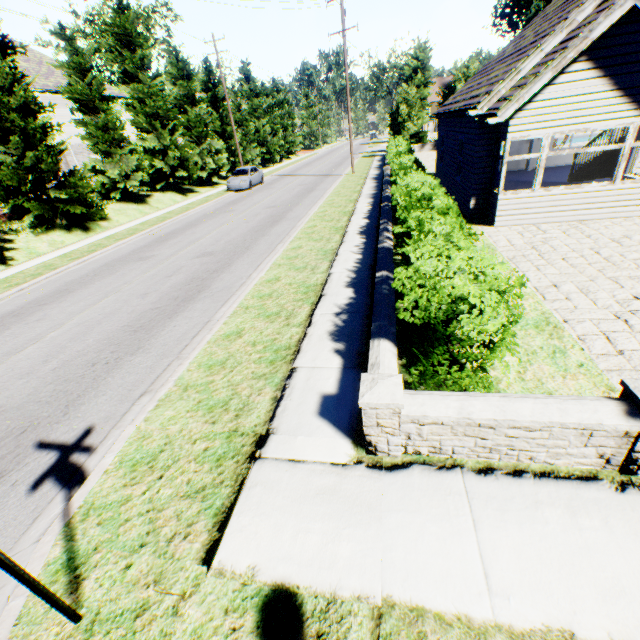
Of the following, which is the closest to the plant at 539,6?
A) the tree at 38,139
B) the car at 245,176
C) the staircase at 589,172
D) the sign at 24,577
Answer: the tree at 38,139

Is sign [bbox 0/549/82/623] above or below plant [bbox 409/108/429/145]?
below

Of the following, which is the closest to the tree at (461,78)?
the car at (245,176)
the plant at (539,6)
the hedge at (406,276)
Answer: the car at (245,176)

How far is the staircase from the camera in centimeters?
1210cm

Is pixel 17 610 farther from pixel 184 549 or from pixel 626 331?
pixel 626 331

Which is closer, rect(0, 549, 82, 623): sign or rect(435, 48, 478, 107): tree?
rect(0, 549, 82, 623): sign

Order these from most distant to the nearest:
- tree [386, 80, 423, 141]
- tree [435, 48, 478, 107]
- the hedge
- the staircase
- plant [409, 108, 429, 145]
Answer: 1. plant [409, 108, 429, 145]
2. tree [386, 80, 423, 141]
3. tree [435, 48, 478, 107]
4. the staircase
5. the hedge
